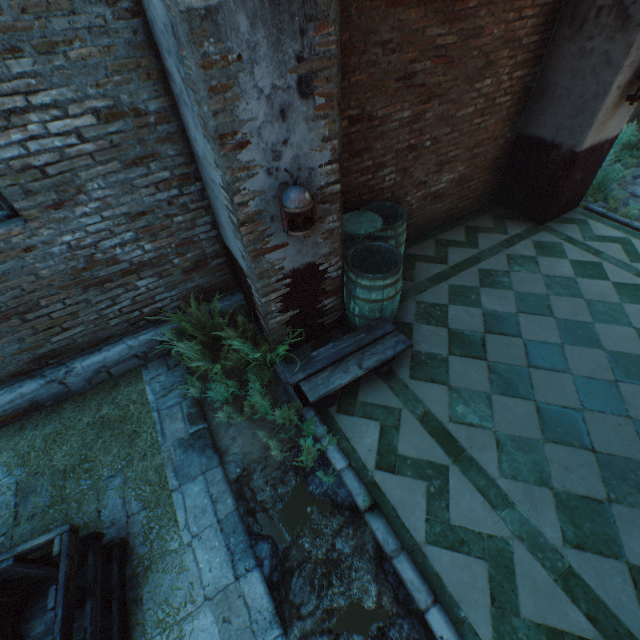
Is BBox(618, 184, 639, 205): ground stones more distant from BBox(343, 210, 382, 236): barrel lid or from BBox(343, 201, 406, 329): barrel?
BBox(343, 210, 382, 236): barrel lid

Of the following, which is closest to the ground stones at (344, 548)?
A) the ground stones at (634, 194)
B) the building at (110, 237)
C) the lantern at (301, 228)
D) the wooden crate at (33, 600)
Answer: the building at (110, 237)

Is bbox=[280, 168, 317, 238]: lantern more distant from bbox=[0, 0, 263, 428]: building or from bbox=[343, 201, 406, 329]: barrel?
bbox=[343, 201, 406, 329]: barrel

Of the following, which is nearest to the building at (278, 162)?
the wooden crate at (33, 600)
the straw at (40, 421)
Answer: the straw at (40, 421)

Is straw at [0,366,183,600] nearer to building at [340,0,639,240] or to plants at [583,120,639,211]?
building at [340,0,639,240]

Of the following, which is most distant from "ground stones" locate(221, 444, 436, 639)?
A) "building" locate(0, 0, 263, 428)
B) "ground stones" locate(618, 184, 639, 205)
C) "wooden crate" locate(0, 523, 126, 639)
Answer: "ground stones" locate(618, 184, 639, 205)

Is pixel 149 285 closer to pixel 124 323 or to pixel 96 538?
pixel 124 323
